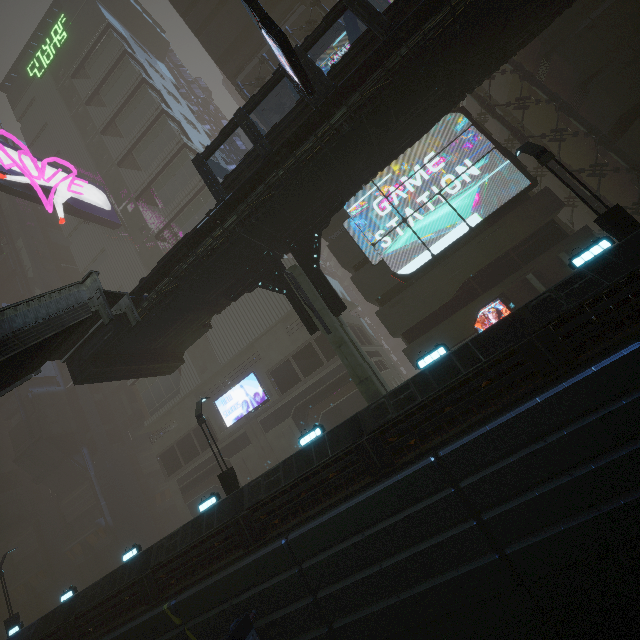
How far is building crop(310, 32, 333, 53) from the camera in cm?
2508

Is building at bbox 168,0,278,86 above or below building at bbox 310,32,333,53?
above

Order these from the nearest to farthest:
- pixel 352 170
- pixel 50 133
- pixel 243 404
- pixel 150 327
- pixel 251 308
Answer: pixel 352 170, pixel 150 327, pixel 243 404, pixel 251 308, pixel 50 133

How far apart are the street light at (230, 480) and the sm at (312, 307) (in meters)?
7.42

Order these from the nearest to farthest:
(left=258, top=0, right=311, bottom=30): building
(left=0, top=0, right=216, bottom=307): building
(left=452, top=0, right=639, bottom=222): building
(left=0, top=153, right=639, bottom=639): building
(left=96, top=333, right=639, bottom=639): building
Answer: (left=96, top=333, right=639, bottom=639): building → (left=0, top=153, right=639, bottom=639): building → (left=452, top=0, right=639, bottom=222): building → (left=258, top=0, right=311, bottom=30): building → (left=0, top=0, right=216, bottom=307): building

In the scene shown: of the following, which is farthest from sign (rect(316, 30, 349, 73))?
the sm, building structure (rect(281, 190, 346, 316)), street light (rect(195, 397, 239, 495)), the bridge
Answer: street light (rect(195, 397, 239, 495))

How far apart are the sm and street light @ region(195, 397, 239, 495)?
7.4m

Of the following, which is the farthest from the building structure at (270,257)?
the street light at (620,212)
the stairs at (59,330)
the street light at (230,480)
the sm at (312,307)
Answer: the street light at (620,212)
